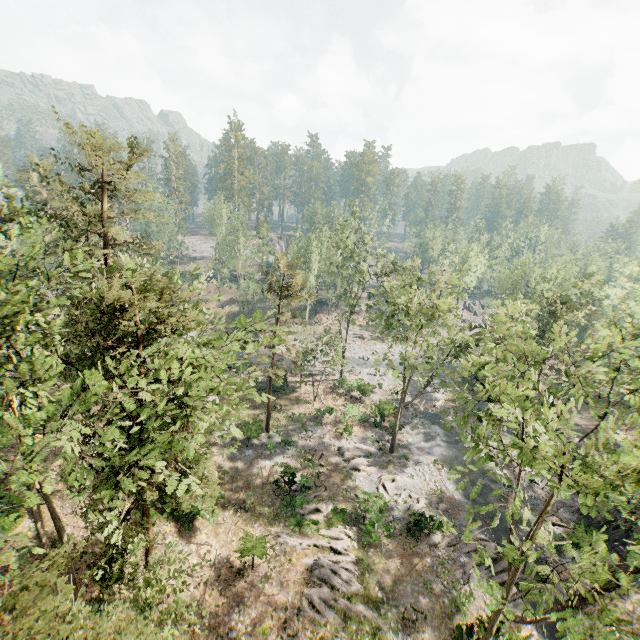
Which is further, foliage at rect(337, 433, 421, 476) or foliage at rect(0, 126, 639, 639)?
Answer: foliage at rect(337, 433, 421, 476)

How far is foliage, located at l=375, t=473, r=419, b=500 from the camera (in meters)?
27.91

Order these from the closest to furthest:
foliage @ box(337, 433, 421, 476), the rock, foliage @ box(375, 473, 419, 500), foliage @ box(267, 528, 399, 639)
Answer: foliage @ box(267, 528, 399, 639) → the rock → foliage @ box(375, 473, 419, 500) → foliage @ box(337, 433, 421, 476)

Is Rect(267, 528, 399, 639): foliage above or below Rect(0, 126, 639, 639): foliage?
below

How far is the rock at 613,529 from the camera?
24.7m

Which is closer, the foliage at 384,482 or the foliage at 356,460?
the foliage at 384,482

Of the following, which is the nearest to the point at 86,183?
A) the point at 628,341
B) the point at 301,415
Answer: the point at 628,341
